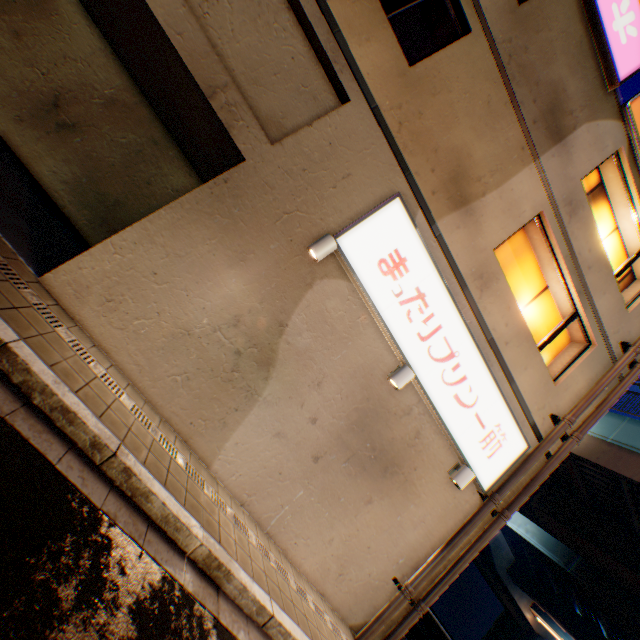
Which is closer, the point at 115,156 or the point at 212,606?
the point at 212,606

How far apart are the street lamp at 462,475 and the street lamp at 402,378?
2.36m

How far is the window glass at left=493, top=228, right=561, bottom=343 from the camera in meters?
7.5

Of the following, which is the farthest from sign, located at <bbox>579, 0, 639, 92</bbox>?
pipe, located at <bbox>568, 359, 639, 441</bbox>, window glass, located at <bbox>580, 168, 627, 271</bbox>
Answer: pipe, located at <bbox>568, 359, 639, 441</bbox>

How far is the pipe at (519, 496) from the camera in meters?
6.9 m

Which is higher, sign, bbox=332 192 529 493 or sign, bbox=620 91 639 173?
sign, bbox=620 91 639 173

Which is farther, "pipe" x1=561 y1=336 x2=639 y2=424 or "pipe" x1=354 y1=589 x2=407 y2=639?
"pipe" x1=561 y1=336 x2=639 y2=424

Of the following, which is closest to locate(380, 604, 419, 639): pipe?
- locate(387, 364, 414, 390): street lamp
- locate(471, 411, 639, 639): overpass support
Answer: locate(387, 364, 414, 390): street lamp
